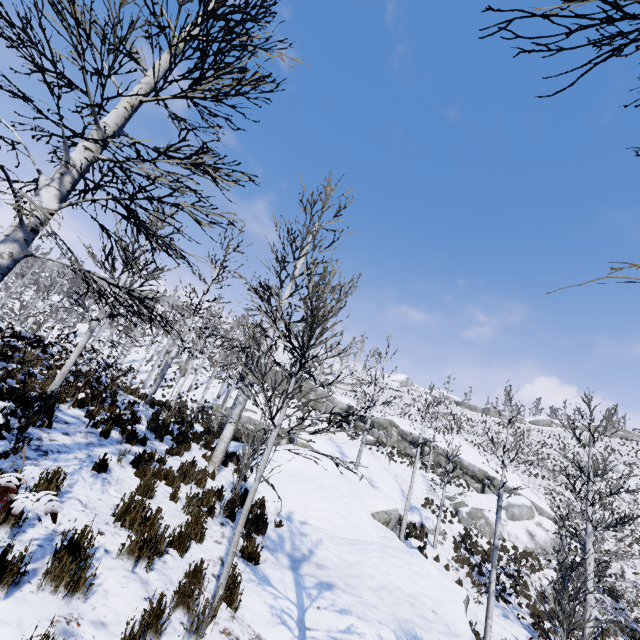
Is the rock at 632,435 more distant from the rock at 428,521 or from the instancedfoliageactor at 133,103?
the instancedfoliageactor at 133,103

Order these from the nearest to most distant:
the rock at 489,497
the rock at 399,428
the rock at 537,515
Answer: the rock at 537,515 < the rock at 489,497 < the rock at 399,428

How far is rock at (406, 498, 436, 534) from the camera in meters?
20.9 m

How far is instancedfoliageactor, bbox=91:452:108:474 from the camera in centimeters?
558cm

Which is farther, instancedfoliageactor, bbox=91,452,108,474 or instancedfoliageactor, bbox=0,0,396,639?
instancedfoliageactor, bbox=91,452,108,474

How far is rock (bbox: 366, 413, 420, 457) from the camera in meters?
33.5

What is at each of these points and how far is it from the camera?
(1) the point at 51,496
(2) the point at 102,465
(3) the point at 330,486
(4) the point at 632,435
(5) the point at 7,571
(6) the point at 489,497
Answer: (1) instancedfoliageactor, 2.57m
(2) instancedfoliageactor, 5.62m
(3) rock, 13.51m
(4) rock, 47.38m
(5) instancedfoliageactor, 2.69m
(6) rock, 27.02m

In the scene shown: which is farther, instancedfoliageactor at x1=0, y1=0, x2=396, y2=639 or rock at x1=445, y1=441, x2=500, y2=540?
rock at x1=445, y1=441, x2=500, y2=540
